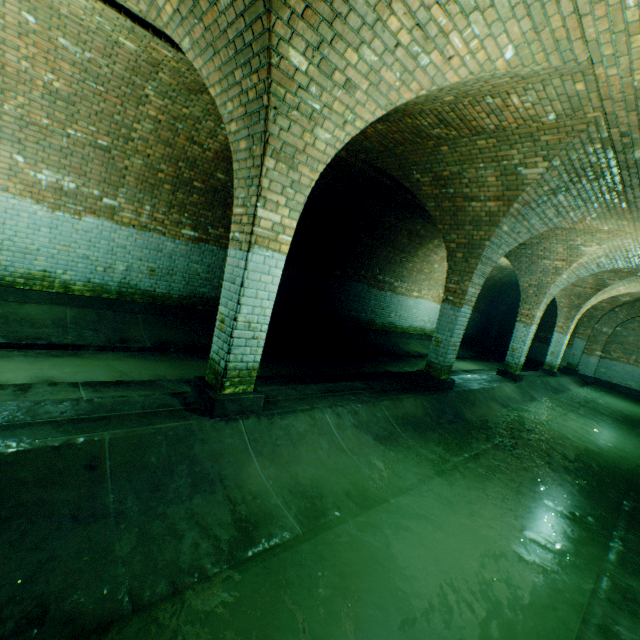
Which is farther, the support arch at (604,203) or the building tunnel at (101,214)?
the support arch at (604,203)

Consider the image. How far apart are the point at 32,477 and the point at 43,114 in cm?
610

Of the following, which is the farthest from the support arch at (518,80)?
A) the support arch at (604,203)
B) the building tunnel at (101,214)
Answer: the support arch at (604,203)

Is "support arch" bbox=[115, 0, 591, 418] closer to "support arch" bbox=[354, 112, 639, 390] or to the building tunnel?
the building tunnel

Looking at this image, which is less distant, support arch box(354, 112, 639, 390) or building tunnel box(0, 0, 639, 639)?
building tunnel box(0, 0, 639, 639)

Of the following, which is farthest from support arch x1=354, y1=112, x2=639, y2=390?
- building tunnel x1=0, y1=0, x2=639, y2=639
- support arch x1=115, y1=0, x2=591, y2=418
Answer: support arch x1=115, y1=0, x2=591, y2=418
